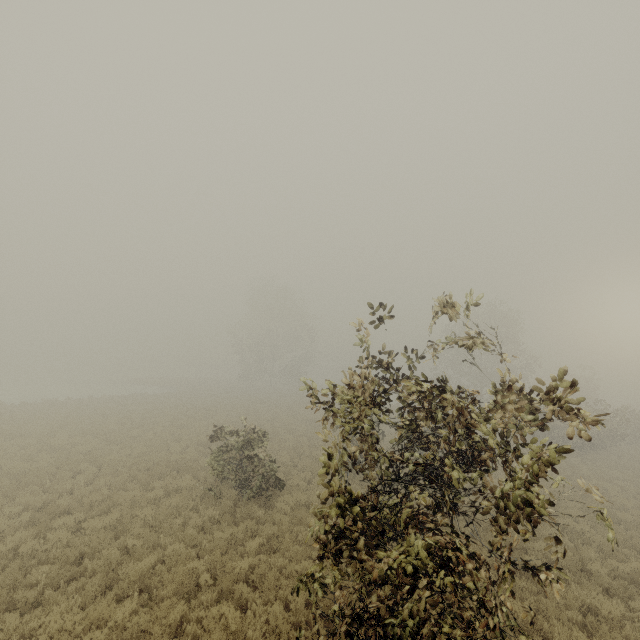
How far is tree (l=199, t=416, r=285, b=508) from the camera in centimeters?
1211cm

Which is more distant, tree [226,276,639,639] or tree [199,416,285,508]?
tree [199,416,285,508]

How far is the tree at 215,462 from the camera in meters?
A: 12.1 m

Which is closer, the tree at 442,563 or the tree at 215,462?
the tree at 442,563

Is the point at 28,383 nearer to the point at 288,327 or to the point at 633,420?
the point at 288,327
